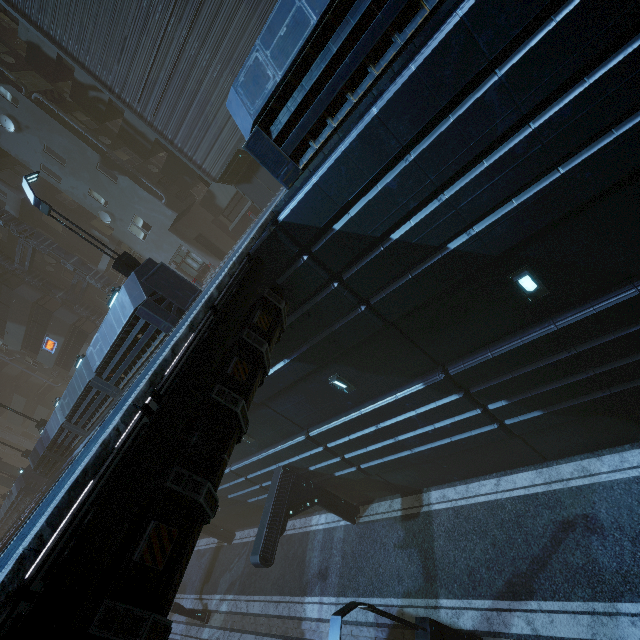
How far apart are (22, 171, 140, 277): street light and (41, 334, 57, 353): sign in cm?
2166

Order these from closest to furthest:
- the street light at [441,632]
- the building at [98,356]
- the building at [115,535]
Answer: the building at [115,535] < the building at [98,356] < the street light at [441,632]

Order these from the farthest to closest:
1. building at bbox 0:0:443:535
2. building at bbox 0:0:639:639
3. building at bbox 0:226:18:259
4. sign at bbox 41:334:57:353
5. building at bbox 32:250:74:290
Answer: sign at bbox 41:334:57:353, building at bbox 32:250:74:290, building at bbox 0:226:18:259, building at bbox 0:0:443:535, building at bbox 0:0:639:639

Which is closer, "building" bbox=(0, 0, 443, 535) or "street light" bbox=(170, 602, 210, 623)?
"building" bbox=(0, 0, 443, 535)

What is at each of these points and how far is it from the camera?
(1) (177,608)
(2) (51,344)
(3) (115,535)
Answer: (1) street light, 18.66m
(2) sign, 28.53m
(3) building, 3.44m

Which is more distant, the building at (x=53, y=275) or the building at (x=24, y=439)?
the building at (x=24, y=439)

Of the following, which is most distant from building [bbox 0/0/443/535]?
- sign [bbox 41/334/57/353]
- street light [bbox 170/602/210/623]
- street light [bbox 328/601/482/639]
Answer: street light [bbox 328/601/482/639]
